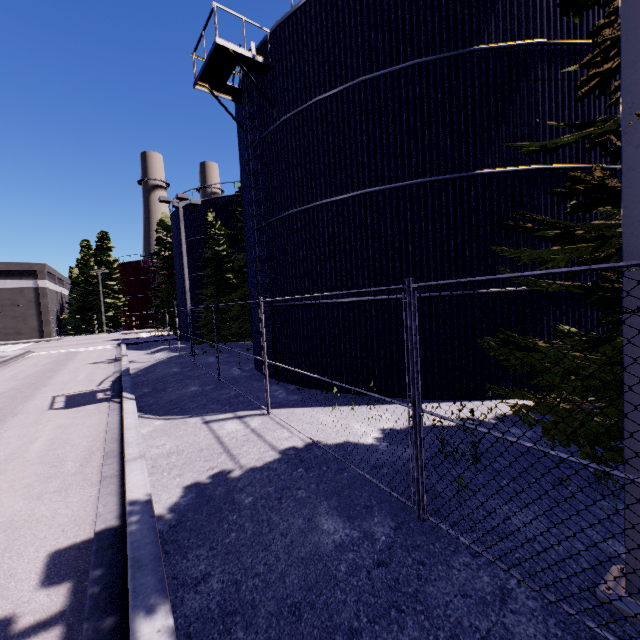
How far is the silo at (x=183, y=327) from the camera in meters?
29.4

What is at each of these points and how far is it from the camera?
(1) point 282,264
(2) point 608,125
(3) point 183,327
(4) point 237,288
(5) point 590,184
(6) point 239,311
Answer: (1) silo, 11.52m
(2) tree, 4.70m
(3) silo, 30.52m
(4) tree, 21.89m
(5) tree, 3.27m
(6) tree, 22.45m

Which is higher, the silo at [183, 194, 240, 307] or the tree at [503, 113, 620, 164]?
the silo at [183, 194, 240, 307]

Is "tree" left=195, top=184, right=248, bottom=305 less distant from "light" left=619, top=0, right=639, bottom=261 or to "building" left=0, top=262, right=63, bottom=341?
"building" left=0, top=262, right=63, bottom=341

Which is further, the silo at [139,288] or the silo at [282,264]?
the silo at [139,288]

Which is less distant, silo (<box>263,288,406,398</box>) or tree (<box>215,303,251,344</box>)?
silo (<box>263,288,406,398</box>)

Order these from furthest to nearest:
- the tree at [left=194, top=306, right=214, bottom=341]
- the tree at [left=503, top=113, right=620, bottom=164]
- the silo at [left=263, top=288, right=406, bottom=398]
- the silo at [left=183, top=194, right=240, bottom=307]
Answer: the silo at [left=183, top=194, right=240, bottom=307] → the tree at [left=194, top=306, right=214, bottom=341] → the silo at [left=263, top=288, right=406, bottom=398] → the tree at [left=503, top=113, right=620, bottom=164]

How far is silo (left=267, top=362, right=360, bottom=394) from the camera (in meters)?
10.23
